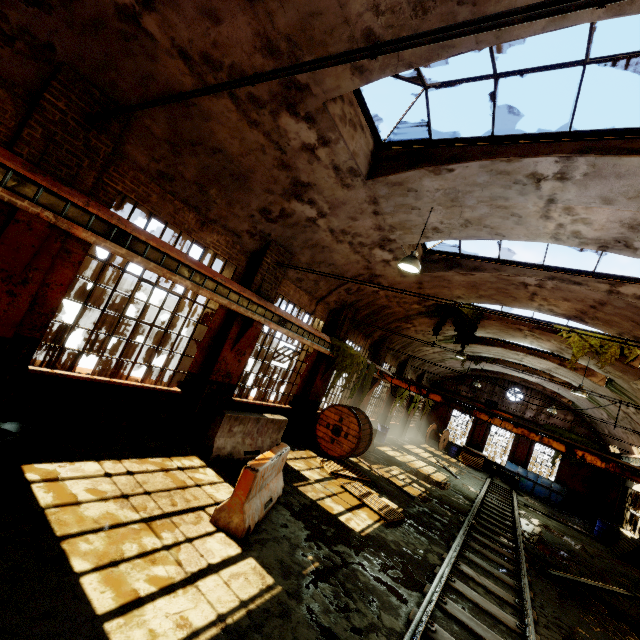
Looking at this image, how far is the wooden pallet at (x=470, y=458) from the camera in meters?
24.8 m

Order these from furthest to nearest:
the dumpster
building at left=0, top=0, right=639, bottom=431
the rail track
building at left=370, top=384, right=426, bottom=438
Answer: the dumpster < building at left=370, top=384, right=426, bottom=438 < the rail track < building at left=0, top=0, right=639, bottom=431

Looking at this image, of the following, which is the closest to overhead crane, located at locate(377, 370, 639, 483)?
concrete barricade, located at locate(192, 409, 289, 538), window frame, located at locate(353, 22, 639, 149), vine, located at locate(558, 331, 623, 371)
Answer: vine, located at locate(558, 331, 623, 371)

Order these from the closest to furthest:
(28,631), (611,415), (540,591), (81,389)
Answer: (28,631) → (81,389) → (540,591) → (611,415)

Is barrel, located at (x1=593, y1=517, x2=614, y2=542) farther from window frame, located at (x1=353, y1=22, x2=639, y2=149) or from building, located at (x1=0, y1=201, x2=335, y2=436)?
window frame, located at (x1=353, y1=22, x2=639, y2=149)

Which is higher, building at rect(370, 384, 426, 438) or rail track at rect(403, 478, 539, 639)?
building at rect(370, 384, 426, 438)

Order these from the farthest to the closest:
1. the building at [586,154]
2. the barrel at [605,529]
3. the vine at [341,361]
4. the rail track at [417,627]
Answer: the barrel at [605,529]
the vine at [341,361]
the rail track at [417,627]
the building at [586,154]

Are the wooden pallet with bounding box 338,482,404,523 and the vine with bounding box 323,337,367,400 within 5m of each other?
yes
